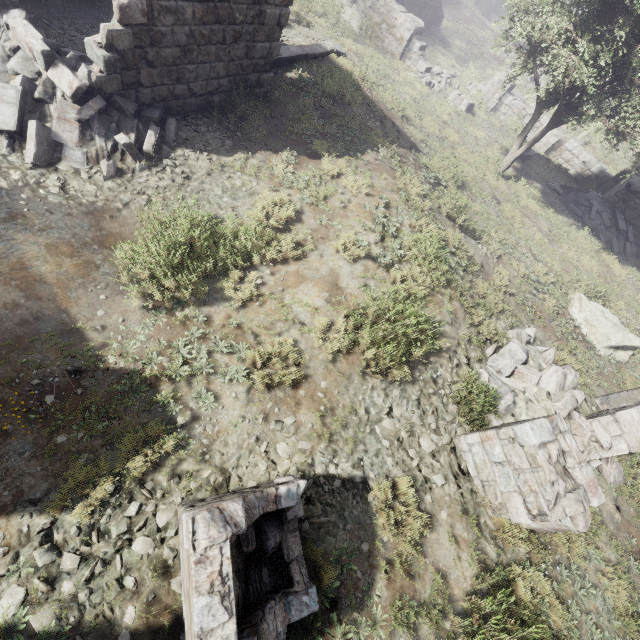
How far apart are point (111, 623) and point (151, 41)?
9.8m

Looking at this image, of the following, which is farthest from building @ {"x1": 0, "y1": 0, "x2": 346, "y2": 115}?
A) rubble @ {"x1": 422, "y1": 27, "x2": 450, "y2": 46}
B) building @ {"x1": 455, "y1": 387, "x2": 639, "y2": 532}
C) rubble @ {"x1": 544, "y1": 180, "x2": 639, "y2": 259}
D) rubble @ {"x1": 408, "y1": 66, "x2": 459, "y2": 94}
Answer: rubble @ {"x1": 544, "y1": 180, "x2": 639, "y2": 259}

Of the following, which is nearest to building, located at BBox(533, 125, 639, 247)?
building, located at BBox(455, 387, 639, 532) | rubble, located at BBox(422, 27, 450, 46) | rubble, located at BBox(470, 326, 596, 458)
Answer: rubble, located at BBox(422, 27, 450, 46)

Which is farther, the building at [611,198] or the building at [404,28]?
the building at [404,28]

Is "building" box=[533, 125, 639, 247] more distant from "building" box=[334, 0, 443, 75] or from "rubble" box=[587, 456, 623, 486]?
"rubble" box=[587, 456, 623, 486]

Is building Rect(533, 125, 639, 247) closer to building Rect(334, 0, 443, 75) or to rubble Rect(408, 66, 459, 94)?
rubble Rect(408, 66, 459, 94)

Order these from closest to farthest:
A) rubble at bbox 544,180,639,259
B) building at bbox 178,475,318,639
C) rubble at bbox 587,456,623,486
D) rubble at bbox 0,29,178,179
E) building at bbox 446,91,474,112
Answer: building at bbox 178,475,318,639
rubble at bbox 0,29,178,179
rubble at bbox 587,456,623,486
rubble at bbox 544,180,639,259
building at bbox 446,91,474,112

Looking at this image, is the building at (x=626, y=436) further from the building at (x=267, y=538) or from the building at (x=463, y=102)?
the building at (x=463, y=102)
